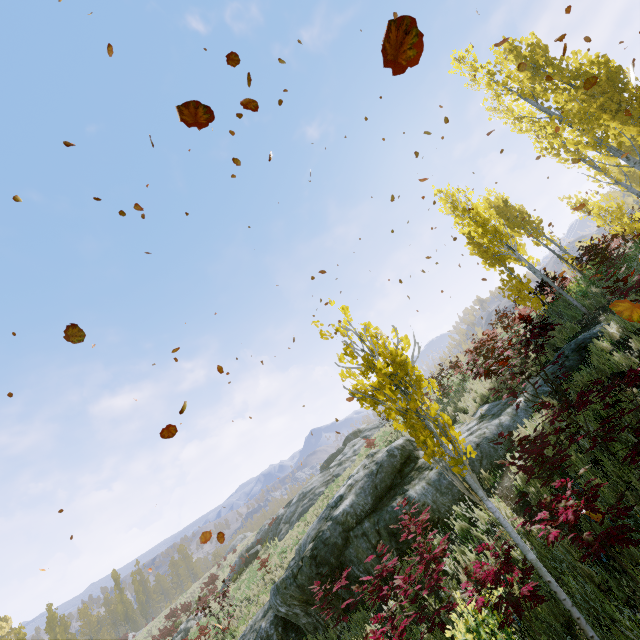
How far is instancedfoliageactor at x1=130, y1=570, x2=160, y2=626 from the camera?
54.7m

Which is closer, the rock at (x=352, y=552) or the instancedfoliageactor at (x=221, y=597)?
the rock at (x=352, y=552)

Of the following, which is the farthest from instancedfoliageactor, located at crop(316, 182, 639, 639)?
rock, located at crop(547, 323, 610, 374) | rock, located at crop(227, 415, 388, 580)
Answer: rock, located at crop(227, 415, 388, 580)

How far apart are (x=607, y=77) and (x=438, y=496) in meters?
19.5 m

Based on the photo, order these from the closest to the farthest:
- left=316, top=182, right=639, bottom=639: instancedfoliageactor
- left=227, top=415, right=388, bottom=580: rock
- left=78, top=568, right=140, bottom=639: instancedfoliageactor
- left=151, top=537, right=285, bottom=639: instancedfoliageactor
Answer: left=316, top=182, right=639, bottom=639: instancedfoliageactor < left=151, top=537, right=285, bottom=639: instancedfoliageactor < left=227, top=415, right=388, bottom=580: rock < left=78, top=568, right=140, bottom=639: instancedfoliageactor

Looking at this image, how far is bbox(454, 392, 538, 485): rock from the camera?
7.18m

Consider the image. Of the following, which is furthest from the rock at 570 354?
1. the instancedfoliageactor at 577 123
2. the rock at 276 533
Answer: the rock at 276 533

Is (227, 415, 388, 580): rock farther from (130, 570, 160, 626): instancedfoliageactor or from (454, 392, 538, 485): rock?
(130, 570, 160, 626): instancedfoliageactor
